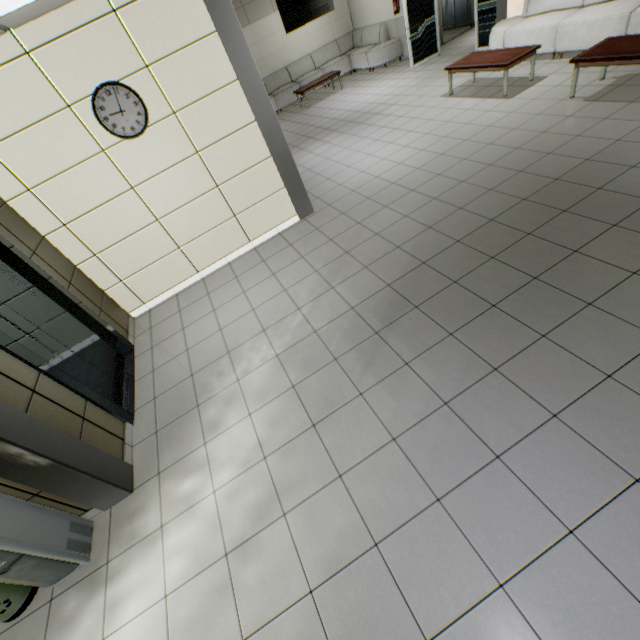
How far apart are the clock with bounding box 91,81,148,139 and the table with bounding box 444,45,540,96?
6.0 meters

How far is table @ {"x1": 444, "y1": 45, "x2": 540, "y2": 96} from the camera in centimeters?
578cm

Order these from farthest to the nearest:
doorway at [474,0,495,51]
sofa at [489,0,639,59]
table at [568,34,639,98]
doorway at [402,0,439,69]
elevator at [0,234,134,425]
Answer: doorway at [402,0,439,69] < doorway at [474,0,495,51] < sofa at [489,0,639,59] < table at [568,34,639,98] < elevator at [0,234,134,425]

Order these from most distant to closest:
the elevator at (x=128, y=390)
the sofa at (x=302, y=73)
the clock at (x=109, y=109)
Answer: the sofa at (x=302, y=73), the clock at (x=109, y=109), the elevator at (x=128, y=390)

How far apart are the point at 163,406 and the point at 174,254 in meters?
2.5

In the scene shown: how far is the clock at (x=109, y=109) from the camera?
3.7 meters

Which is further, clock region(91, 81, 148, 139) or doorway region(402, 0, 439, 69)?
doorway region(402, 0, 439, 69)

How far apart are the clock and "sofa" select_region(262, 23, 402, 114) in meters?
9.5
